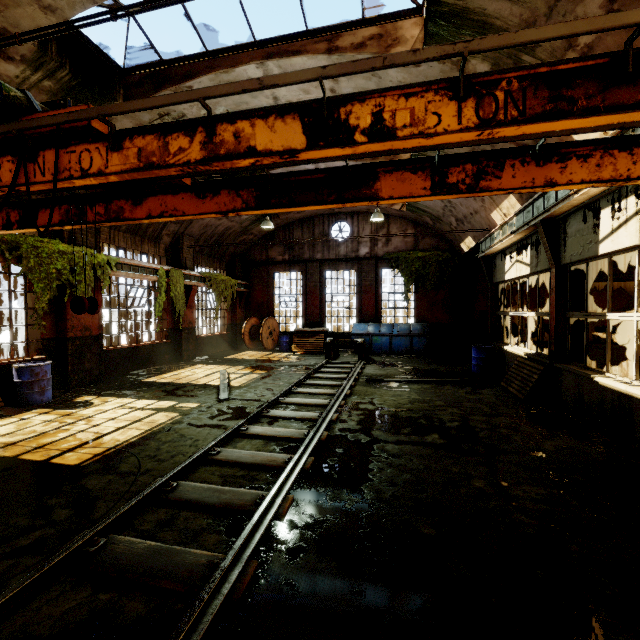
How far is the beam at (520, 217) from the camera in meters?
6.6

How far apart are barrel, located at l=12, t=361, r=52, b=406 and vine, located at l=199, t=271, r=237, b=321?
7.33m

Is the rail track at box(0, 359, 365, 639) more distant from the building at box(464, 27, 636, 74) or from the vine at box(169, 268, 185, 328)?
the vine at box(169, 268, 185, 328)

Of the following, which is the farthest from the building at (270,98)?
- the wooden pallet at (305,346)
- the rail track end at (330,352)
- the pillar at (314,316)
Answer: the rail track end at (330,352)

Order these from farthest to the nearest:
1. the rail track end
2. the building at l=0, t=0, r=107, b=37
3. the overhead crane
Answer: the rail track end, the building at l=0, t=0, r=107, b=37, the overhead crane

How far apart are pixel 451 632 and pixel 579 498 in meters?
2.6 m

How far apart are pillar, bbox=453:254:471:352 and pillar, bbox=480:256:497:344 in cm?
449

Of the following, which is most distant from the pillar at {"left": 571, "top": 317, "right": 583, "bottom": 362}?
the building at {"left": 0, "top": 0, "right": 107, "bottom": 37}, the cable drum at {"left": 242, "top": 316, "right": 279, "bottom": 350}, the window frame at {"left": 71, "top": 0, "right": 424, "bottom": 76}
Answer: the cable drum at {"left": 242, "top": 316, "right": 279, "bottom": 350}
